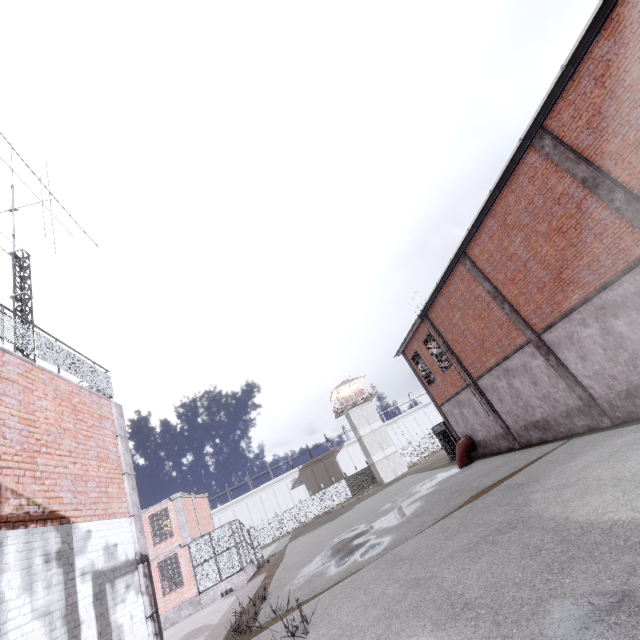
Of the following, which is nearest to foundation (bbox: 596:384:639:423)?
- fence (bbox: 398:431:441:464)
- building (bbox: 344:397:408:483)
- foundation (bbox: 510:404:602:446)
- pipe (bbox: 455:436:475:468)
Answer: foundation (bbox: 510:404:602:446)

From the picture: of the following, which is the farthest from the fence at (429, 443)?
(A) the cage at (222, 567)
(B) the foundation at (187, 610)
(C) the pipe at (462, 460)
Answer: (C) the pipe at (462, 460)

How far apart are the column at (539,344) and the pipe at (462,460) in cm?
966

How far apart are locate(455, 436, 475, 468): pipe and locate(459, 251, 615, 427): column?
9.7m

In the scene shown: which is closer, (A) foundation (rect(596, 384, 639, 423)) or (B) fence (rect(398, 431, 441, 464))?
(A) foundation (rect(596, 384, 639, 423))

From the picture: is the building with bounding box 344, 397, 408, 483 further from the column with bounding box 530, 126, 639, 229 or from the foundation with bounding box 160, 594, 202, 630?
the column with bounding box 530, 126, 639, 229

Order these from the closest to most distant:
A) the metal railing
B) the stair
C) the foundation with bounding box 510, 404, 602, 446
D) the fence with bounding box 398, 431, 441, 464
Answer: the metal railing
the foundation with bounding box 510, 404, 602, 446
the stair
the fence with bounding box 398, 431, 441, 464

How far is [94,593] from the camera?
5.6 meters
